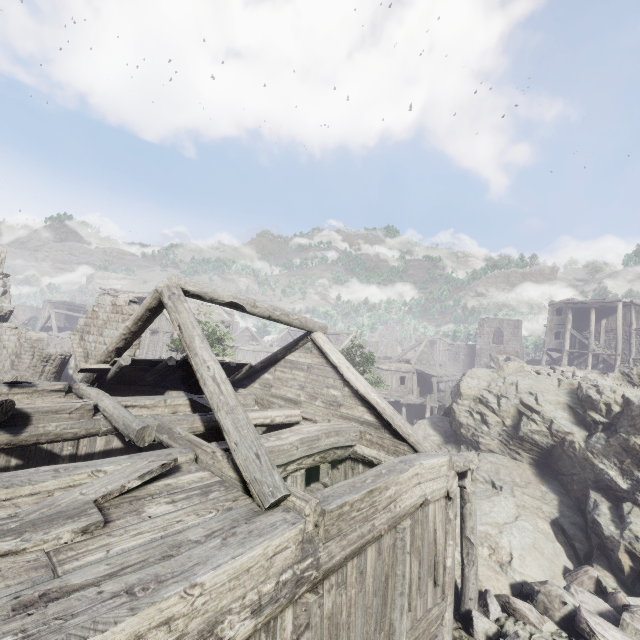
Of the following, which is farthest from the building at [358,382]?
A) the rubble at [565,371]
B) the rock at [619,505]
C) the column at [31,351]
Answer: the rubble at [565,371]

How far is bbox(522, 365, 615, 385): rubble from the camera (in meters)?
15.06

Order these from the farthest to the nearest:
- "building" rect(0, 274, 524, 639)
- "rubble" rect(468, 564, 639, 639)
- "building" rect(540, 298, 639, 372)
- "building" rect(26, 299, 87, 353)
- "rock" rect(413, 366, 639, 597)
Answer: "building" rect(26, 299, 87, 353), "building" rect(540, 298, 639, 372), "rock" rect(413, 366, 639, 597), "rubble" rect(468, 564, 639, 639), "building" rect(0, 274, 524, 639)

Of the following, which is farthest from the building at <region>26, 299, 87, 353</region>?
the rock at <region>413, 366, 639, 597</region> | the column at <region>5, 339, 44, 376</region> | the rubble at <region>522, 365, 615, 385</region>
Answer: the rubble at <region>522, 365, 615, 385</region>

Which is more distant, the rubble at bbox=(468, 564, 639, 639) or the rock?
the rock

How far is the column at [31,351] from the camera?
14.2m

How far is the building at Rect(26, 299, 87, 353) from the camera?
35.9 meters

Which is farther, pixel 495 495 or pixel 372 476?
pixel 495 495
